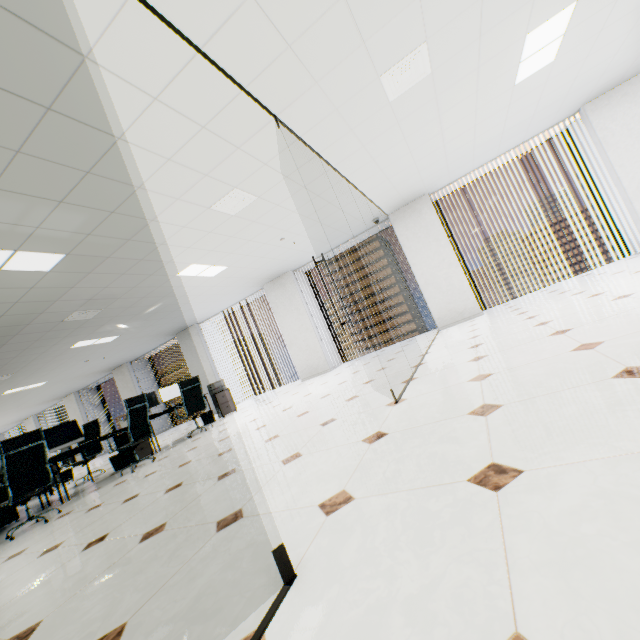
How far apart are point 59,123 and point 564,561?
3.64m

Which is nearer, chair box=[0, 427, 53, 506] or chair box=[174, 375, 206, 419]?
chair box=[0, 427, 53, 506]

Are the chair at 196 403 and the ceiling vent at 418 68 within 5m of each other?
no

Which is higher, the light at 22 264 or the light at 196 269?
the light at 196 269

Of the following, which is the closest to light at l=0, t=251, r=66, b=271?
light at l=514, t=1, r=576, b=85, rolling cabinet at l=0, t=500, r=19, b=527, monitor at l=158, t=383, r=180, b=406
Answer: rolling cabinet at l=0, t=500, r=19, b=527

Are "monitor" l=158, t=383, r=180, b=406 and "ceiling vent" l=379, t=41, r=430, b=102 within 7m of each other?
no

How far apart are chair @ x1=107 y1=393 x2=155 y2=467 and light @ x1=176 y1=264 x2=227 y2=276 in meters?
2.3

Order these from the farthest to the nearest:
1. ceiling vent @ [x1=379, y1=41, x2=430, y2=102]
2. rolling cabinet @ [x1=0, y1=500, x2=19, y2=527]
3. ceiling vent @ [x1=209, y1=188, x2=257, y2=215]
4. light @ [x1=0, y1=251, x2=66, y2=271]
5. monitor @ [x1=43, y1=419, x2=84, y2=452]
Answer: monitor @ [x1=43, y1=419, x2=84, y2=452]
rolling cabinet @ [x1=0, y1=500, x2=19, y2=527]
ceiling vent @ [x1=209, y1=188, x2=257, y2=215]
light @ [x1=0, y1=251, x2=66, y2=271]
ceiling vent @ [x1=379, y1=41, x2=430, y2=102]
